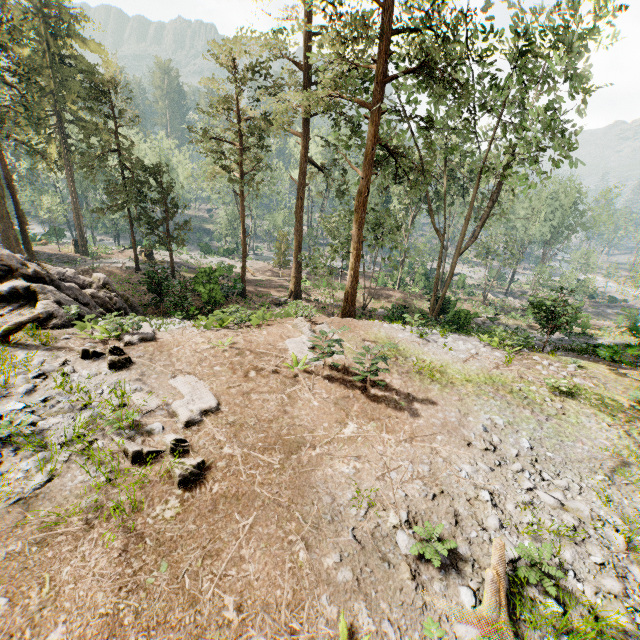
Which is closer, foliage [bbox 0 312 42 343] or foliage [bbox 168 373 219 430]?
foliage [bbox 168 373 219 430]

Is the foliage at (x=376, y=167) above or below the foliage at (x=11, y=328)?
above

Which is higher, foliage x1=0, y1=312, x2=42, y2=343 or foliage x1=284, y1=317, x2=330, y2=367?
foliage x1=0, y1=312, x2=42, y2=343

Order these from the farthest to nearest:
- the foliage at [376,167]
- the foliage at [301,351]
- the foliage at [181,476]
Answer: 1. the foliage at [376,167]
2. the foliage at [301,351]
3. the foliage at [181,476]

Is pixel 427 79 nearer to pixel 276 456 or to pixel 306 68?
pixel 306 68

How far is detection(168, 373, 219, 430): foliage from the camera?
7.67m
